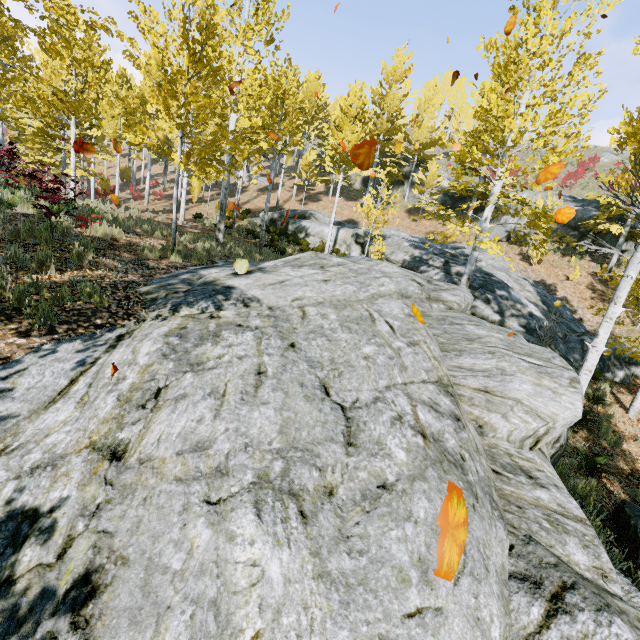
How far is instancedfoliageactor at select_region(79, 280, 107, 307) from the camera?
5.08m

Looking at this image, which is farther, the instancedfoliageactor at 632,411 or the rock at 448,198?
the rock at 448,198

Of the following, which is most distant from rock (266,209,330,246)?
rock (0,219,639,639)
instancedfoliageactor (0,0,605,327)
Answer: rock (0,219,639,639)

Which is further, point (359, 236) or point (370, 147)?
point (359, 236)

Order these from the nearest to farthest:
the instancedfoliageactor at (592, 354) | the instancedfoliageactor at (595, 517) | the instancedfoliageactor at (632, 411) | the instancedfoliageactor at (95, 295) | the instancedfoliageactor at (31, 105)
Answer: the instancedfoliageactor at (595, 517)
the instancedfoliageactor at (95, 295)
the instancedfoliageactor at (592, 354)
the instancedfoliageactor at (31, 105)
the instancedfoliageactor at (632, 411)

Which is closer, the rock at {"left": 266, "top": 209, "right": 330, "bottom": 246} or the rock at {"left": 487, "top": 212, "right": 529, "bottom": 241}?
the rock at {"left": 266, "top": 209, "right": 330, "bottom": 246}

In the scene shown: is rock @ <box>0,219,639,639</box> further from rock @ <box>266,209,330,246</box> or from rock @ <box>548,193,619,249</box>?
rock @ <box>548,193,619,249</box>

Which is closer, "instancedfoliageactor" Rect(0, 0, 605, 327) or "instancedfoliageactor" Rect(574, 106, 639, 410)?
"instancedfoliageactor" Rect(574, 106, 639, 410)
